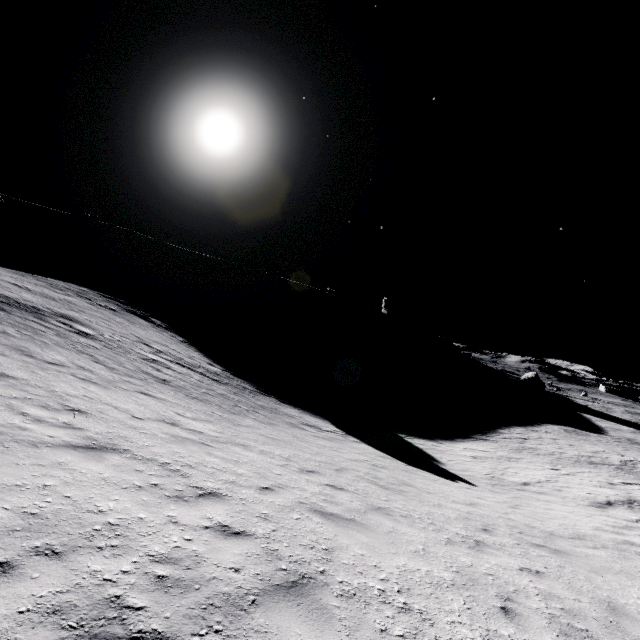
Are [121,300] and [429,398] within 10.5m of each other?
no

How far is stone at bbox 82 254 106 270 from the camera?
57.8m

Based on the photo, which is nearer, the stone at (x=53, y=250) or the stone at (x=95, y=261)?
the stone at (x=53, y=250)

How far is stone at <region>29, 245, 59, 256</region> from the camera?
53.66m

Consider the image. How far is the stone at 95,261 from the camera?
57.8 meters

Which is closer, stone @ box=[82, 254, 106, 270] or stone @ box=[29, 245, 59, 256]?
stone @ box=[29, 245, 59, 256]
